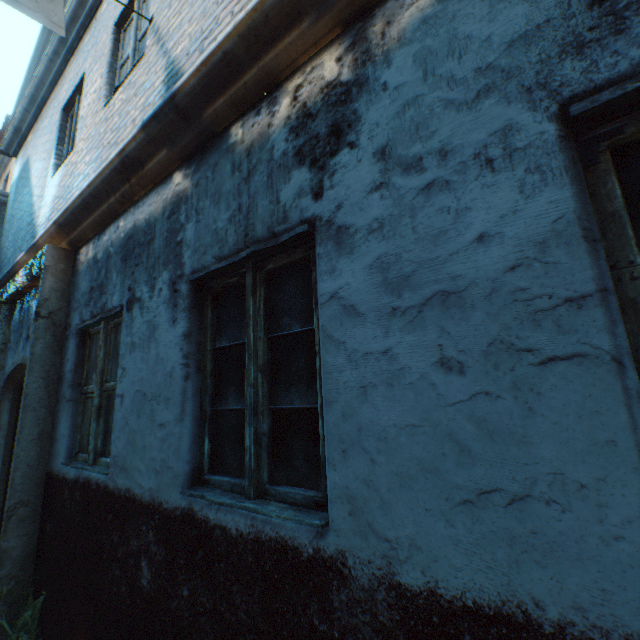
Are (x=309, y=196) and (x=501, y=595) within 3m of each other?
yes

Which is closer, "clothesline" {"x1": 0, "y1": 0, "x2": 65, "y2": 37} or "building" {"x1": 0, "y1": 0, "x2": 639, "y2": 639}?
"building" {"x1": 0, "y1": 0, "x2": 639, "y2": 639}

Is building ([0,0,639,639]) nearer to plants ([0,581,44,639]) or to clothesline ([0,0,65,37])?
clothesline ([0,0,65,37])

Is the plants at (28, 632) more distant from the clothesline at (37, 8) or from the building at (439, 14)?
the clothesline at (37, 8)

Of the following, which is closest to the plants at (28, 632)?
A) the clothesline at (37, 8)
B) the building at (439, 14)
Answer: the building at (439, 14)

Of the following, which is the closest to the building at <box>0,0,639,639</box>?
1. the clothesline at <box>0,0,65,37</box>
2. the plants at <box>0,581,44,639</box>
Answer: the clothesline at <box>0,0,65,37</box>
